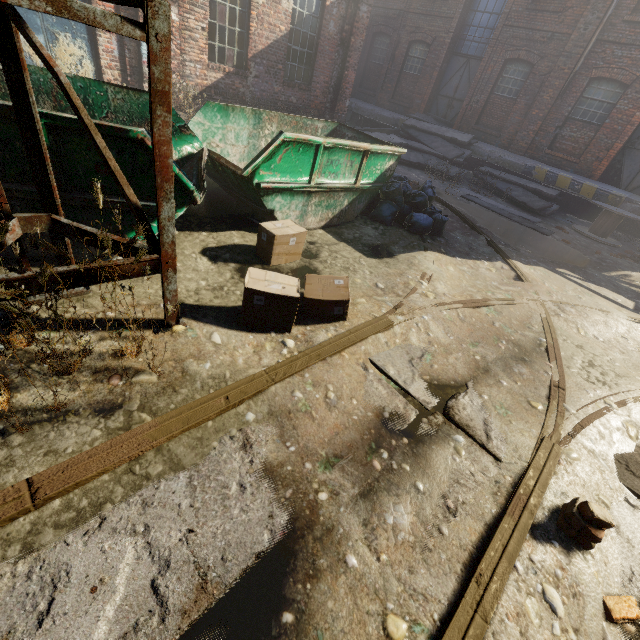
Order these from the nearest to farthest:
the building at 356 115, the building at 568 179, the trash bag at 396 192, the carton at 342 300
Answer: the carton at 342 300 < the trash bag at 396 192 < the building at 568 179 < the building at 356 115

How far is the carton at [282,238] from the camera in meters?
4.0 m

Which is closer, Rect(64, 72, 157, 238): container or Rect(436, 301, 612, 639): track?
Rect(436, 301, 612, 639): track

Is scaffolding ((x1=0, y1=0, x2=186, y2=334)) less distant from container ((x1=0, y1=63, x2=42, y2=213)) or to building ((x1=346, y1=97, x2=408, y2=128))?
container ((x1=0, y1=63, x2=42, y2=213))

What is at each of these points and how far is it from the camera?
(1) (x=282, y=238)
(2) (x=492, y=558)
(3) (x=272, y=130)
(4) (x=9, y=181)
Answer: (1) carton, 4.0 meters
(2) track, 1.9 meters
(3) container, 5.8 meters
(4) container, 2.7 meters

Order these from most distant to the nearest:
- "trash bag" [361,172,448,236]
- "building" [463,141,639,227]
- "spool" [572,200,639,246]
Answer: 1. "building" [463,141,639,227]
2. "spool" [572,200,639,246]
3. "trash bag" [361,172,448,236]

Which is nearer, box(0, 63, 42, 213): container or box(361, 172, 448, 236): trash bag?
box(0, 63, 42, 213): container

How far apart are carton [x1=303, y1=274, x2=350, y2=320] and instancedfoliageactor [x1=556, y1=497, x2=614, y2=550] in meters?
2.3 m
